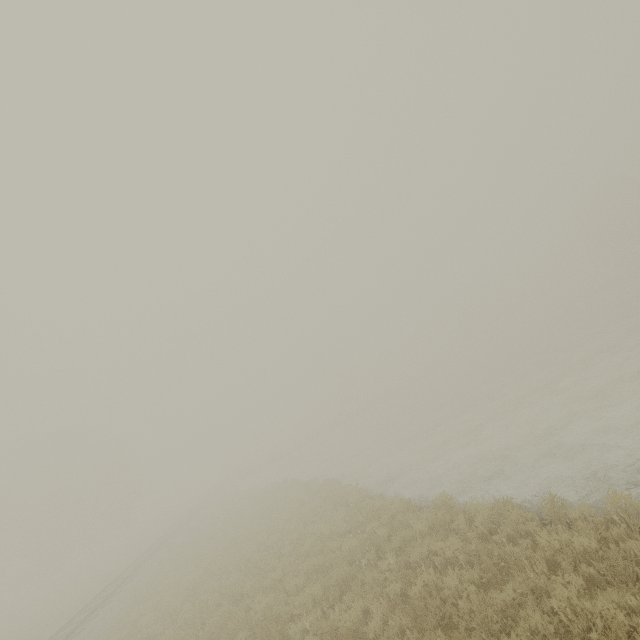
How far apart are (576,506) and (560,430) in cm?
602
